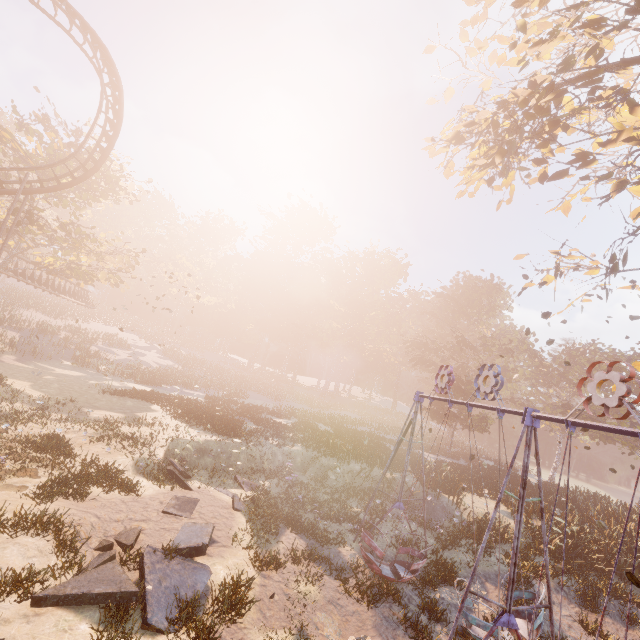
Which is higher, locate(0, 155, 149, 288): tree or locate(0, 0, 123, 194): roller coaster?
locate(0, 0, 123, 194): roller coaster

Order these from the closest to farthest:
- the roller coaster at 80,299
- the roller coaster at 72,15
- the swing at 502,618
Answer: the swing at 502,618 < the roller coaster at 72,15 < the roller coaster at 80,299

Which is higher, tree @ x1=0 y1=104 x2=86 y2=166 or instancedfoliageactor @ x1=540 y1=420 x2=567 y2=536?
tree @ x1=0 y1=104 x2=86 y2=166

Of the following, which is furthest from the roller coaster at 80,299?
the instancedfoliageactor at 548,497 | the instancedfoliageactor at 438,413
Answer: the instancedfoliageactor at 548,497

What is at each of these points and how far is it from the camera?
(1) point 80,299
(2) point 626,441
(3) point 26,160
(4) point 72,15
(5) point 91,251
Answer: (1) roller coaster, 37.1 meters
(2) instancedfoliageactor, 33.1 meters
(3) tree, 24.6 meters
(4) roller coaster, 19.4 meters
(5) tree, 28.5 meters

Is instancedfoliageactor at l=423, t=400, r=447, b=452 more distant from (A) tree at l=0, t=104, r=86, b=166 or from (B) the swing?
(A) tree at l=0, t=104, r=86, b=166

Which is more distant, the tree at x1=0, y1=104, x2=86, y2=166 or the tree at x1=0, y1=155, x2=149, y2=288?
the tree at x1=0, y1=155, x2=149, y2=288

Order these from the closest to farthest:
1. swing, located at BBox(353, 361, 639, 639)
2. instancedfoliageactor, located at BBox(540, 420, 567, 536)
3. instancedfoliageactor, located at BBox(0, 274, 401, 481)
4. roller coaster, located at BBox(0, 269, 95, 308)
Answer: swing, located at BBox(353, 361, 639, 639) < instancedfoliageactor, located at BBox(540, 420, 567, 536) < instancedfoliageactor, located at BBox(0, 274, 401, 481) < roller coaster, located at BBox(0, 269, 95, 308)
